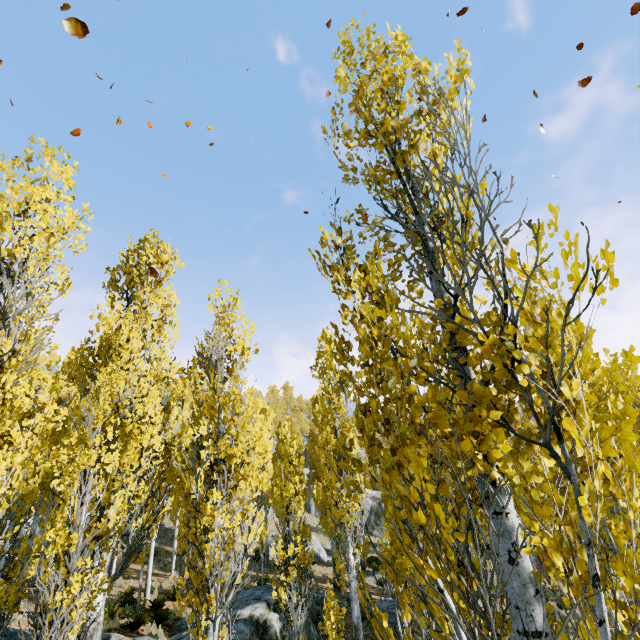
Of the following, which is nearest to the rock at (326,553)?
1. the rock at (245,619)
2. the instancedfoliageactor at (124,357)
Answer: the instancedfoliageactor at (124,357)

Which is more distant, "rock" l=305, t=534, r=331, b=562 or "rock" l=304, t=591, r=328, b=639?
"rock" l=305, t=534, r=331, b=562

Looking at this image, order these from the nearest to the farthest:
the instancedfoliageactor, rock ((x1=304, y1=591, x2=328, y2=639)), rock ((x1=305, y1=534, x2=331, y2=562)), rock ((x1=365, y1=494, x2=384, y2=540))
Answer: the instancedfoliageactor
rock ((x1=304, y1=591, x2=328, y2=639))
rock ((x1=305, y1=534, x2=331, y2=562))
rock ((x1=365, y1=494, x2=384, y2=540))

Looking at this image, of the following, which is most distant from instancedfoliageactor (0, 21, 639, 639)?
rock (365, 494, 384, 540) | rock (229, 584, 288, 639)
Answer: rock (229, 584, 288, 639)

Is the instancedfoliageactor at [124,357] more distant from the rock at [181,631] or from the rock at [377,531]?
the rock at [181,631]

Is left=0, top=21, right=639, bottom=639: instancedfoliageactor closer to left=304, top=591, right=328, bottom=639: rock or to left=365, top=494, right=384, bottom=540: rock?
left=365, top=494, right=384, bottom=540: rock

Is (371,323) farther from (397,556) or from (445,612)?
(397,556)
